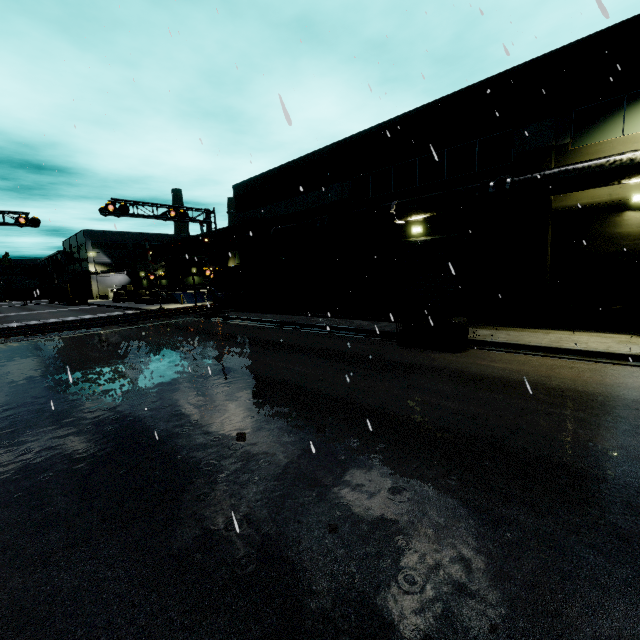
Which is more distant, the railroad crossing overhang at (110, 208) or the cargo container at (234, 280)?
the cargo container at (234, 280)

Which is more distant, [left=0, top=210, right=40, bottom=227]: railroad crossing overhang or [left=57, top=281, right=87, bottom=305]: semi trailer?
[left=57, top=281, right=87, bottom=305]: semi trailer

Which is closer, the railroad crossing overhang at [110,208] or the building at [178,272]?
the railroad crossing overhang at [110,208]

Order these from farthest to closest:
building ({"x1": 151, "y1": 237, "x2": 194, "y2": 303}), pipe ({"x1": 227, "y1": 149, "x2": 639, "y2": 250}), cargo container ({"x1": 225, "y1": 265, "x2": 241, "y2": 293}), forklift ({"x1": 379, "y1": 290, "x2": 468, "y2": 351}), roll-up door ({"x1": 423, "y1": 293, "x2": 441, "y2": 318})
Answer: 1. building ({"x1": 151, "y1": 237, "x2": 194, "y2": 303})
2. cargo container ({"x1": 225, "y1": 265, "x2": 241, "y2": 293})
3. roll-up door ({"x1": 423, "y1": 293, "x2": 441, "y2": 318})
4. forklift ({"x1": 379, "y1": 290, "x2": 468, "y2": 351})
5. pipe ({"x1": 227, "y1": 149, "x2": 639, "y2": 250})

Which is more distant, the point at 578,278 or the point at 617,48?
the point at 578,278

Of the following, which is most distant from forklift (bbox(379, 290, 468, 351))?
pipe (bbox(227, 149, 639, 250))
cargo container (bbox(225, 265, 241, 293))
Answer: pipe (bbox(227, 149, 639, 250))

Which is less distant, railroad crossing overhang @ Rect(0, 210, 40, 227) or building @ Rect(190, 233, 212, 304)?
railroad crossing overhang @ Rect(0, 210, 40, 227)
